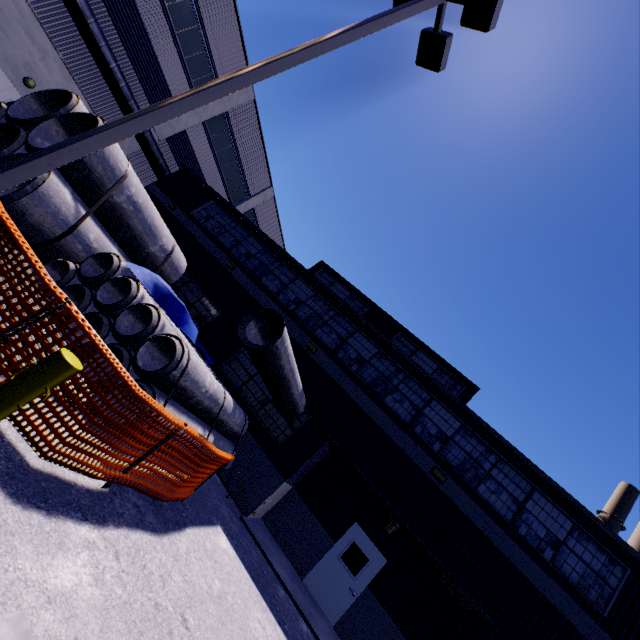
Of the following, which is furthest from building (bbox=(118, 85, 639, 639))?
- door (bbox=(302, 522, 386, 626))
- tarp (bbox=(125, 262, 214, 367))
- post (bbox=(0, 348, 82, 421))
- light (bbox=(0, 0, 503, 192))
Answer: post (bbox=(0, 348, 82, 421))

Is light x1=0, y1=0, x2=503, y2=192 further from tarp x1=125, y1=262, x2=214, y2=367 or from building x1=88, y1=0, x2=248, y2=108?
tarp x1=125, y1=262, x2=214, y2=367

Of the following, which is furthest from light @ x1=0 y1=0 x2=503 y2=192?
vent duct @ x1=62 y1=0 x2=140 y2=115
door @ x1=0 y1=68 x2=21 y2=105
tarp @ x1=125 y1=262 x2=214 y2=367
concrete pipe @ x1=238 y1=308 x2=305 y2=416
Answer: door @ x1=0 y1=68 x2=21 y2=105

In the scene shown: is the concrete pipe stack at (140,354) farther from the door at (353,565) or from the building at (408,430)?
the door at (353,565)

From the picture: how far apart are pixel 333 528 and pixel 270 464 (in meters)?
3.37

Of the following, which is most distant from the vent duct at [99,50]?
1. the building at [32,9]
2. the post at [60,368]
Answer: the post at [60,368]

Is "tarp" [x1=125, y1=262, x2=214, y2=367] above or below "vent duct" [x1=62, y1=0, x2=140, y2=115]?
below

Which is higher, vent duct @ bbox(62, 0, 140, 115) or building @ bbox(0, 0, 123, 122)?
vent duct @ bbox(62, 0, 140, 115)
